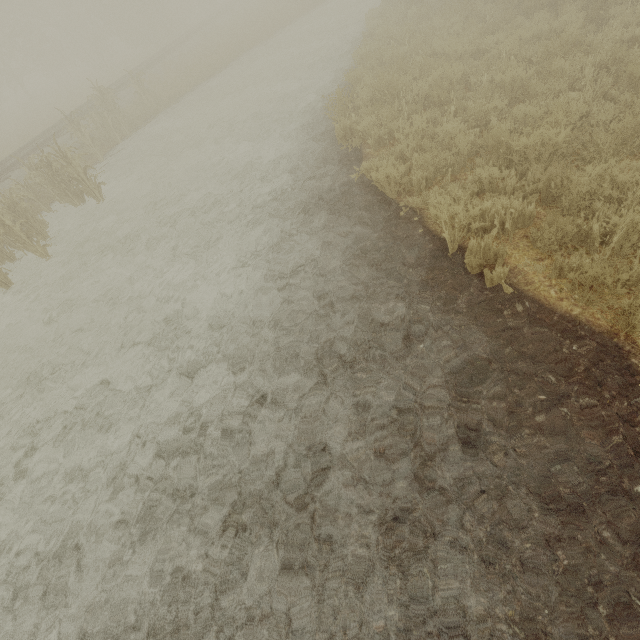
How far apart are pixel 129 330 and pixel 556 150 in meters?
7.3 m
